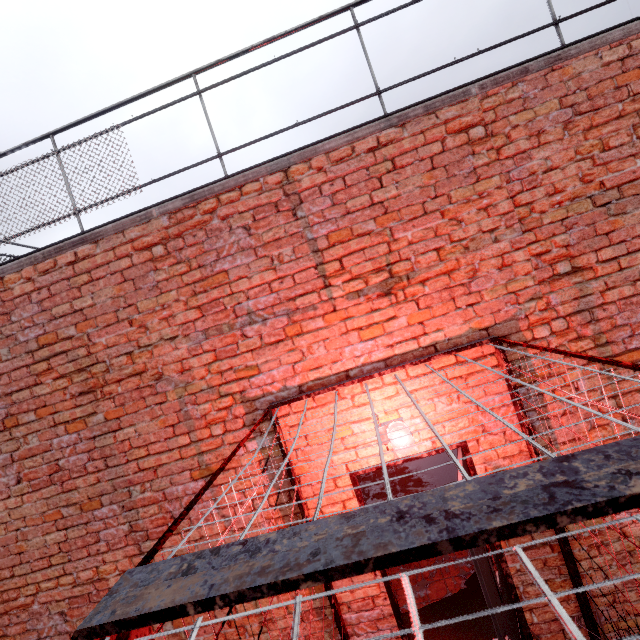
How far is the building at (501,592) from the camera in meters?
2.0 m

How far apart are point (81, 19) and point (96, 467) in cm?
9151

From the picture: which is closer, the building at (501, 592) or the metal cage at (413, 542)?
the metal cage at (413, 542)

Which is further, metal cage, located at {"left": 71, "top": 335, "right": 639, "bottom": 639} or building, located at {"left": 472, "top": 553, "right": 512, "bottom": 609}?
building, located at {"left": 472, "top": 553, "right": 512, "bottom": 609}

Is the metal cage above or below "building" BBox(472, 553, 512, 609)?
above

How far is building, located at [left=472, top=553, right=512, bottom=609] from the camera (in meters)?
1.98
